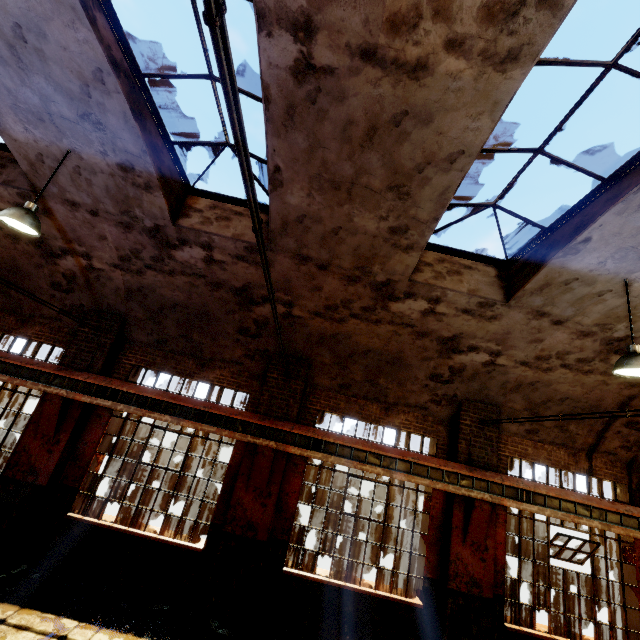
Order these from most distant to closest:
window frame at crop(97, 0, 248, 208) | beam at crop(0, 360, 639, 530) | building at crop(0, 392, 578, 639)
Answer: beam at crop(0, 360, 639, 530), building at crop(0, 392, 578, 639), window frame at crop(97, 0, 248, 208)

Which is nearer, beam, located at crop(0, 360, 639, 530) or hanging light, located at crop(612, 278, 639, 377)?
hanging light, located at crop(612, 278, 639, 377)

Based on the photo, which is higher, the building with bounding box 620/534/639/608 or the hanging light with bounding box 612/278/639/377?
the hanging light with bounding box 612/278/639/377

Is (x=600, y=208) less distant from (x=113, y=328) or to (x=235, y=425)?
(x=235, y=425)

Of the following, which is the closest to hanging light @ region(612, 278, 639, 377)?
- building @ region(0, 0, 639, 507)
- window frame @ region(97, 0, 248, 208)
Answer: building @ region(0, 0, 639, 507)

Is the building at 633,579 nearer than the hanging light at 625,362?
No

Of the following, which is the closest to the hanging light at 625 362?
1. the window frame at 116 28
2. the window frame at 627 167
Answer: the window frame at 627 167

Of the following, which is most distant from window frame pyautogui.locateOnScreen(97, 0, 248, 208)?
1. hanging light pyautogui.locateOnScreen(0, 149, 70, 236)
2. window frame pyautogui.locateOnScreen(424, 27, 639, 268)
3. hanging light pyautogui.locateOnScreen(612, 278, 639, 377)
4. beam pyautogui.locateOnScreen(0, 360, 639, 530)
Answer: hanging light pyautogui.locateOnScreen(612, 278, 639, 377)
